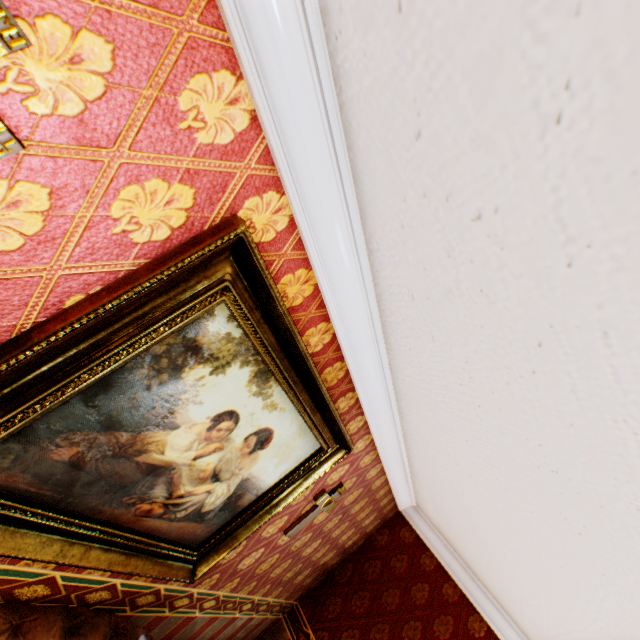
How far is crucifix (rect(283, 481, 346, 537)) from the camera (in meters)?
2.71

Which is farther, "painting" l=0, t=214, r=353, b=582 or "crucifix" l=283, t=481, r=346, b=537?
"crucifix" l=283, t=481, r=346, b=537

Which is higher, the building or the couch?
the building

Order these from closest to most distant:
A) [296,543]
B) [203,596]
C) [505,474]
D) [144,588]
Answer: [505,474] → [144,588] → [203,596] → [296,543]

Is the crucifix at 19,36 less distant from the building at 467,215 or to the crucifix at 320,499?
the building at 467,215

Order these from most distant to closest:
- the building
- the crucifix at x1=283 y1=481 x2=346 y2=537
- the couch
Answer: the crucifix at x1=283 y1=481 x2=346 y2=537
the couch
the building

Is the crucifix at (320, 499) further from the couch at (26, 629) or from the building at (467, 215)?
the couch at (26, 629)

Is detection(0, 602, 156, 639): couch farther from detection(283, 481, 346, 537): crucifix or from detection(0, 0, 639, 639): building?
detection(283, 481, 346, 537): crucifix
